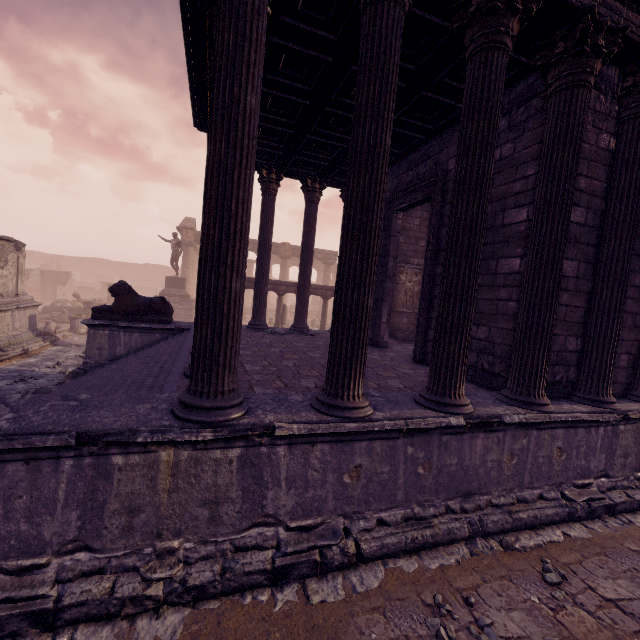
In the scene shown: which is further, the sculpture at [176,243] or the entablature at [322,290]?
the sculpture at [176,243]

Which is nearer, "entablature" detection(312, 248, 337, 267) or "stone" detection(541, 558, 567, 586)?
"stone" detection(541, 558, 567, 586)

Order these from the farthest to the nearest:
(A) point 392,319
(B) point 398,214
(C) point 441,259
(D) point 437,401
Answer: (A) point 392,319 < (B) point 398,214 < (C) point 441,259 < (D) point 437,401

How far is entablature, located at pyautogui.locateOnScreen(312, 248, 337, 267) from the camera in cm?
3212

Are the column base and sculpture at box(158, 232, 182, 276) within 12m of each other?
yes

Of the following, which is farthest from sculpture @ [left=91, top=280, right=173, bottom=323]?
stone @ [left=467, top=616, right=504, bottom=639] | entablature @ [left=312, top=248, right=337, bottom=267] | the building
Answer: entablature @ [left=312, top=248, right=337, bottom=267]

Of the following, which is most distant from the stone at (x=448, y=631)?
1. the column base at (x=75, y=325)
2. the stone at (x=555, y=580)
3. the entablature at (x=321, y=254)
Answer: the entablature at (x=321, y=254)

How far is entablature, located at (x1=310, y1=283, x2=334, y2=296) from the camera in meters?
15.7 m
